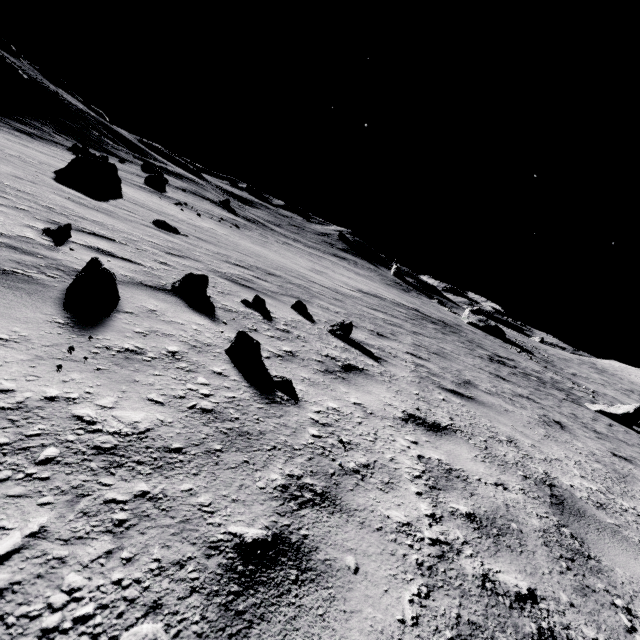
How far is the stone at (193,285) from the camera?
3.6m

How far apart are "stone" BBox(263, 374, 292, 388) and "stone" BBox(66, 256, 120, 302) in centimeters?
138cm

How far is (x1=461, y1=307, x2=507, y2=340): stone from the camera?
46.9m

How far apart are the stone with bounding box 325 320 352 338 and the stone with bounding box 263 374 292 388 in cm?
271

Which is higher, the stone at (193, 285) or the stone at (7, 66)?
the stone at (7, 66)

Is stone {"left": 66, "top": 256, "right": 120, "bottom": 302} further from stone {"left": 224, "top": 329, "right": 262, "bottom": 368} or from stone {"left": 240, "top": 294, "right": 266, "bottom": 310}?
stone {"left": 240, "top": 294, "right": 266, "bottom": 310}

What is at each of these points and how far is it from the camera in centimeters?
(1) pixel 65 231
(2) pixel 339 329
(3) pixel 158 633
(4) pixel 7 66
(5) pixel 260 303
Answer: (1) stone, 370cm
(2) stone, 527cm
(3) stone, 55cm
(4) stone, 4259cm
(5) stone, 456cm

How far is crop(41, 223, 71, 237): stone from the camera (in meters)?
3.63
